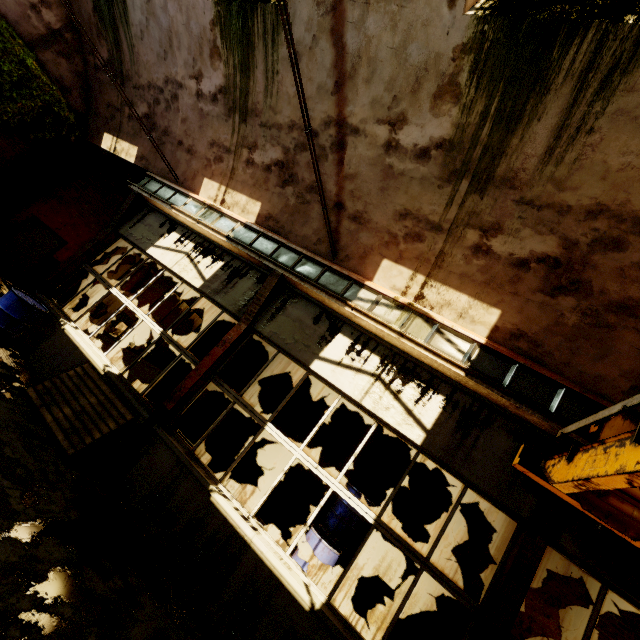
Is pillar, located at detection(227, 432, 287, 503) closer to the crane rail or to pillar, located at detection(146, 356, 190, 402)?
pillar, located at detection(146, 356, 190, 402)

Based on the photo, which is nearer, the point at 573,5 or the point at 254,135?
the point at 573,5

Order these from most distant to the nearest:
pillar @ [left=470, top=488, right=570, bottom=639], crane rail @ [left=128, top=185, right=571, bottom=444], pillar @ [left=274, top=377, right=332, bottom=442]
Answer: pillar @ [left=274, top=377, right=332, bottom=442]
crane rail @ [left=128, top=185, right=571, bottom=444]
pillar @ [left=470, top=488, right=570, bottom=639]

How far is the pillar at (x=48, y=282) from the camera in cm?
739

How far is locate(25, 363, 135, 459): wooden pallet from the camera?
4.8m

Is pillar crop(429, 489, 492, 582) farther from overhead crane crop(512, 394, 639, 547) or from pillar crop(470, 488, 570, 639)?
overhead crane crop(512, 394, 639, 547)

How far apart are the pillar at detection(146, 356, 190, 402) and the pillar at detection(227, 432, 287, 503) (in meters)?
4.10

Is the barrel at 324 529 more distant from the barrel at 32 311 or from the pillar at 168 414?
the barrel at 32 311
